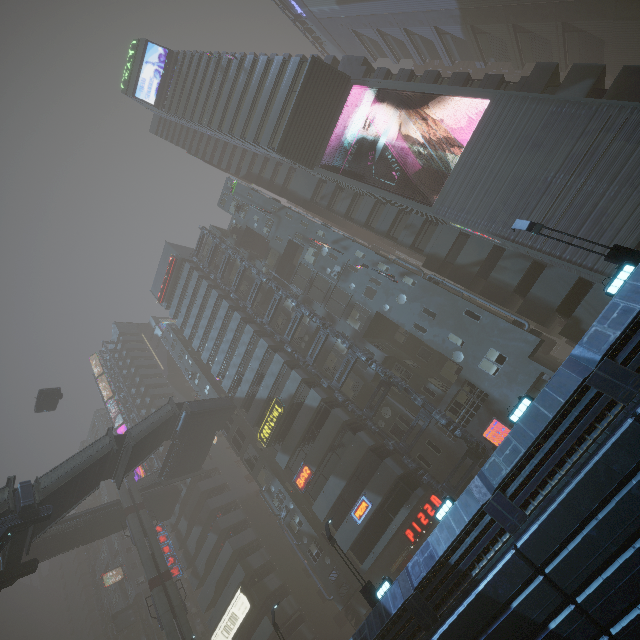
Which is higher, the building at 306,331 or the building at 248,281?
the building at 248,281

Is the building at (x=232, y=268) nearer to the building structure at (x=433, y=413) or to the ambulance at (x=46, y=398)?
the building structure at (x=433, y=413)

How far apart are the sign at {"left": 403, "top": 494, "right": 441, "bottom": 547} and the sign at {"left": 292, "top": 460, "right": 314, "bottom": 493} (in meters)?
8.47

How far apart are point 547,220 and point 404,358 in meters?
15.8

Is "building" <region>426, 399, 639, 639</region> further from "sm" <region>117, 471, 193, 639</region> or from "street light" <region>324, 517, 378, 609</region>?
"street light" <region>324, 517, 378, 609</region>

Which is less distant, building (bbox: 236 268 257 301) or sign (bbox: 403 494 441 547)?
sign (bbox: 403 494 441 547)

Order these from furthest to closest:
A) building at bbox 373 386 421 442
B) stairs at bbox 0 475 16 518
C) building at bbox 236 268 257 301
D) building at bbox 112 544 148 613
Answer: building at bbox 112 544 148 613 → building at bbox 236 268 257 301 → building at bbox 373 386 421 442 → stairs at bbox 0 475 16 518

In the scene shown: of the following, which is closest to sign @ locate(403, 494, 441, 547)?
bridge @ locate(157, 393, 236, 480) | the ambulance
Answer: bridge @ locate(157, 393, 236, 480)
